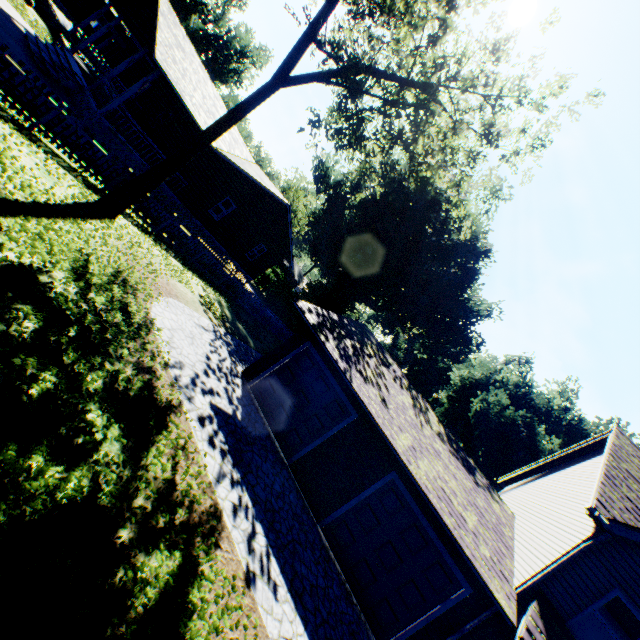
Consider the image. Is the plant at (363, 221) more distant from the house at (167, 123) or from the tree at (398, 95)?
the tree at (398, 95)

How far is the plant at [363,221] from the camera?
33.5m

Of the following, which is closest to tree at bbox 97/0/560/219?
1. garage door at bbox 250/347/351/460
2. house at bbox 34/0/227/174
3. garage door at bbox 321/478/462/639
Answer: house at bbox 34/0/227/174

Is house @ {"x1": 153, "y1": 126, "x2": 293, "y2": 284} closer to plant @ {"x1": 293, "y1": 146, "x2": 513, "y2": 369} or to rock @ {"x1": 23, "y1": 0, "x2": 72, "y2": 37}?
rock @ {"x1": 23, "y1": 0, "x2": 72, "y2": 37}

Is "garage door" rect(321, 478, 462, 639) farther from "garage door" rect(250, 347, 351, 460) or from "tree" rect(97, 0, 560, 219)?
"tree" rect(97, 0, 560, 219)

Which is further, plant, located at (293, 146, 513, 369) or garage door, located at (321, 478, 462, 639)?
plant, located at (293, 146, 513, 369)

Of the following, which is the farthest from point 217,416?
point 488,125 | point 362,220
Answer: point 362,220
